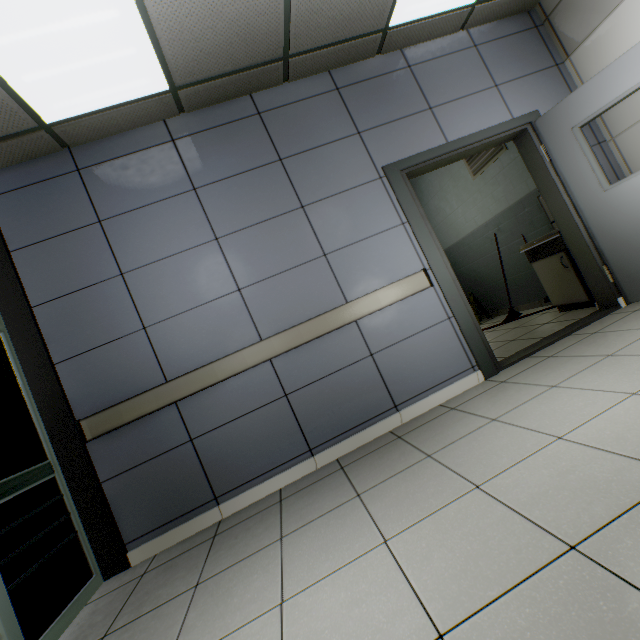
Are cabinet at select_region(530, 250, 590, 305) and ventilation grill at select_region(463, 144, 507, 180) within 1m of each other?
no

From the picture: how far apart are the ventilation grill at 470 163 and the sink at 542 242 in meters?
1.5 m

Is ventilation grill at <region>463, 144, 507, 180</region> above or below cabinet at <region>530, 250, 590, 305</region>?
above

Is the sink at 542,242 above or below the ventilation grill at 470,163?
below

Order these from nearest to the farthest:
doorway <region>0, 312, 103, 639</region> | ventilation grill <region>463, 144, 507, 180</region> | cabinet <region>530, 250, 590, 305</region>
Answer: Result:
1. doorway <region>0, 312, 103, 639</region>
2. cabinet <region>530, 250, 590, 305</region>
3. ventilation grill <region>463, 144, 507, 180</region>

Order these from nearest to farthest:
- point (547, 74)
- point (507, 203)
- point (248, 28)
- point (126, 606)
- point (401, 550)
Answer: point (401, 550) → point (126, 606) → point (248, 28) → point (547, 74) → point (507, 203)

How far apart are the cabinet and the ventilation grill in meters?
1.7

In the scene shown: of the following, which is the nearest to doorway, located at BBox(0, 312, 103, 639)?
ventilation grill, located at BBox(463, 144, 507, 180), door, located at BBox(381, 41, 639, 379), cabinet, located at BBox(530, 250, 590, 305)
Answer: door, located at BBox(381, 41, 639, 379)
